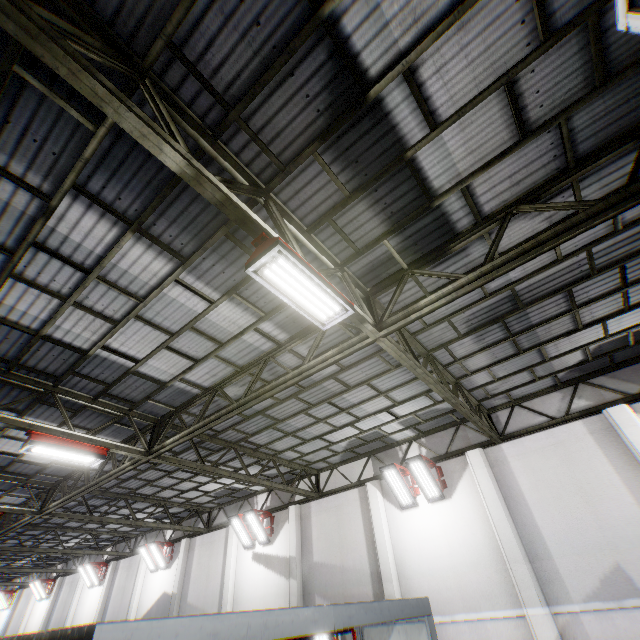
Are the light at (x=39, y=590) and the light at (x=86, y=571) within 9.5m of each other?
yes

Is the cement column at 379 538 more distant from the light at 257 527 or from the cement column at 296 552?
the light at 257 527

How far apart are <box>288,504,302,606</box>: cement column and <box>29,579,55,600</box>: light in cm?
2466

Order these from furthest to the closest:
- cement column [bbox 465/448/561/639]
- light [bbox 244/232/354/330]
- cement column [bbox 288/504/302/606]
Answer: cement column [bbox 288/504/302/606]
cement column [bbox 465/448/561/639]
light [bbox 244/232/354/330]

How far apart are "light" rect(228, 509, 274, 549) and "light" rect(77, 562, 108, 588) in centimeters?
1448cm

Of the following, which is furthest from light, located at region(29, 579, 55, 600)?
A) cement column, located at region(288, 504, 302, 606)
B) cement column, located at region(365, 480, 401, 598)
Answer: cement column, located at region(365, 480, 401, 598)

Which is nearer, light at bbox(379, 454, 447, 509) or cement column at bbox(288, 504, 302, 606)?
light at bbox(379, 454, 447, 509)

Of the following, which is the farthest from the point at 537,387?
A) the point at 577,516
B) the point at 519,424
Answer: the point at 577,516
